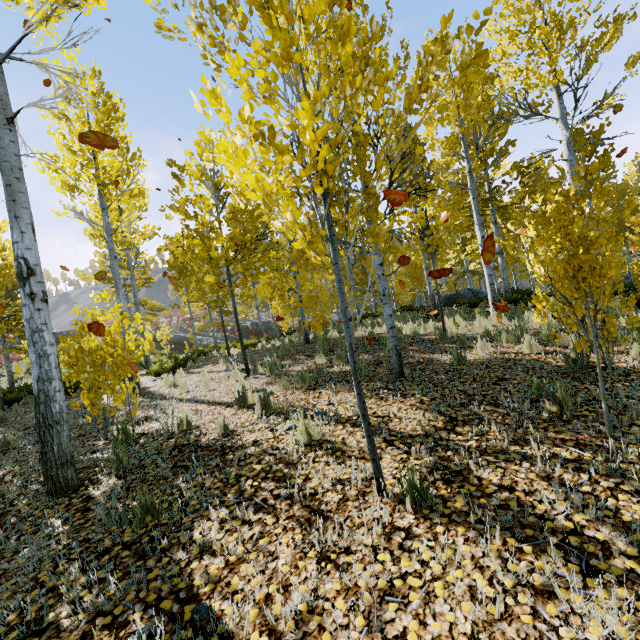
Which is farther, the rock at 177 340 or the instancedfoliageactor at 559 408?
the rock at 177 340

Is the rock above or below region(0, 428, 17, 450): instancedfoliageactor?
above

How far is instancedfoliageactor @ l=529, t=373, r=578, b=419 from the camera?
3.5m

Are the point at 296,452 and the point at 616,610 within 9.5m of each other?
yes

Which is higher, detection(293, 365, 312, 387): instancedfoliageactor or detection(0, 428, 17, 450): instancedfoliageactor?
detection(293, 365, 312, 387): instancedfoliageactor

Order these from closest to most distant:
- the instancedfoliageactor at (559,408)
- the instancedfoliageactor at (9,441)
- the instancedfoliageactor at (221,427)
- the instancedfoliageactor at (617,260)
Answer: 1. the instancedfoliageactor at (617,260)
2. the instancedfoliageactor at (559,408)
3. the instancedfoliageactor at (221,427)
4. the instancedfoliageactor at (9,441)
